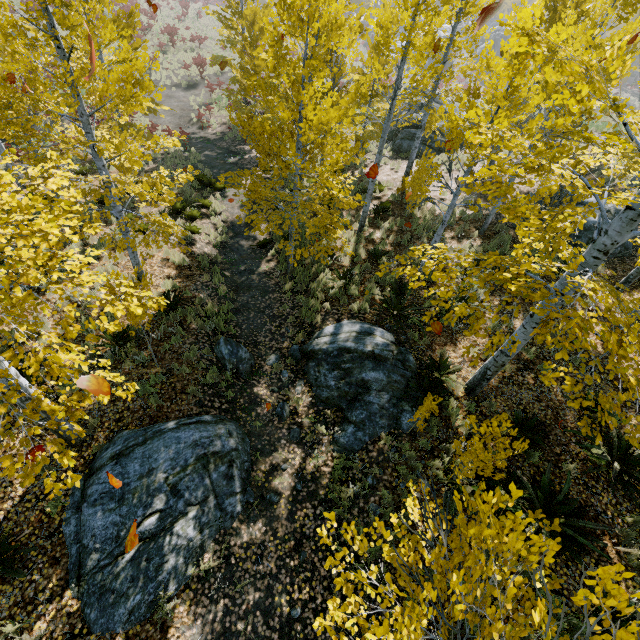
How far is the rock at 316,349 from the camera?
6.9m

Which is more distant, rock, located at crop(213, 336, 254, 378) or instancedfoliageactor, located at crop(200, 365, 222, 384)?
rock, located at crop(213, 336, 254, 378)

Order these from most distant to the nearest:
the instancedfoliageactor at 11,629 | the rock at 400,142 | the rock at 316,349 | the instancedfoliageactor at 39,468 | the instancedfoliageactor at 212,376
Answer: the rock at 400,142 → the instancedfoliageactor at 212,376 → the rock at 316,349 → the instancedfoliageactor at 11,629 → the instancedfoliageactor at 39,468

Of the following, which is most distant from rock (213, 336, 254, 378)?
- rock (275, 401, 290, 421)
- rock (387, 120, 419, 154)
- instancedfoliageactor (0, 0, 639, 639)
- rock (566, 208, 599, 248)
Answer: rock (566, 208, 599, 248)

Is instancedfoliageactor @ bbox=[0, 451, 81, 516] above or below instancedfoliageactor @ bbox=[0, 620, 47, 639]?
above

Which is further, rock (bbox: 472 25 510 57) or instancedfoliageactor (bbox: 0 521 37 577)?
rock (bbox: 472 25 510 57)

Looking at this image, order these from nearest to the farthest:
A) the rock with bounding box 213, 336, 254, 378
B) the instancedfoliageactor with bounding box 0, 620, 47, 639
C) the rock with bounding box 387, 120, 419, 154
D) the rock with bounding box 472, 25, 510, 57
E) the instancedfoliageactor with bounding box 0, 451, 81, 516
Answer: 1. the instancedfoliageactor with bounding box 0, 451, 81, 516
2. the instancedfoliageactor with bounding box 0, 620, 47, 639
3. the rock with bounding box 213, 336, 254, 378
4. the rock with bounding box 387, 120, 419, 154
5. the rock with bounding box 472, 25, 510, 57

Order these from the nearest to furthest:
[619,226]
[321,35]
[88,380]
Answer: [88,380] < [619,226] < [321,35]
